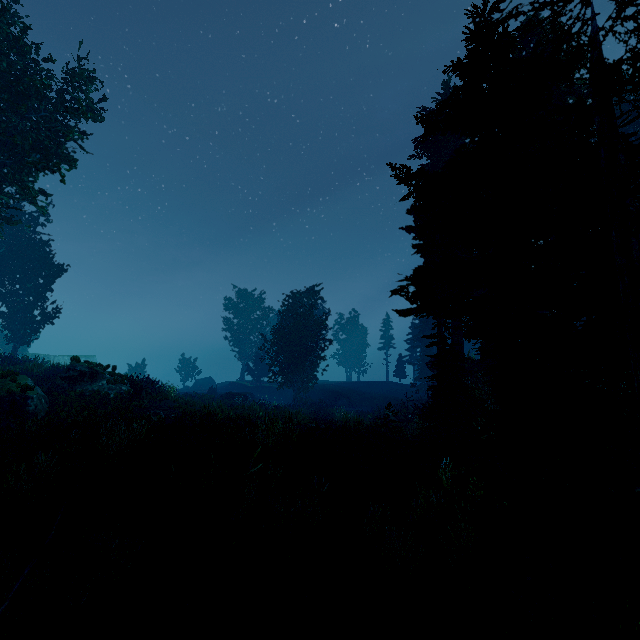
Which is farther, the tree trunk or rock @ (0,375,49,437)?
the tree trunk

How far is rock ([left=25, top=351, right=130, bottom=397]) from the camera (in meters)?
18.06

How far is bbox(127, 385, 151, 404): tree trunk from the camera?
18.52m

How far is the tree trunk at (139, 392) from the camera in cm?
1852

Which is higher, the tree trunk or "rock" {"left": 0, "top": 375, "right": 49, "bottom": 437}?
the tree trunk

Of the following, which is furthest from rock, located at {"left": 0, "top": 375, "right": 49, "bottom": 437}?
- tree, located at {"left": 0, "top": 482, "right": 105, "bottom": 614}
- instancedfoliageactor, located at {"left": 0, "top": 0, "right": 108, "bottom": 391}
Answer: tree, located at {"left": 0, "top": 482, "right": 105, "bottom": 614}

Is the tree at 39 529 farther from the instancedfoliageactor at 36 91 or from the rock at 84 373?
the rock at 84 373

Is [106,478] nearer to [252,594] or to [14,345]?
[252,594]
